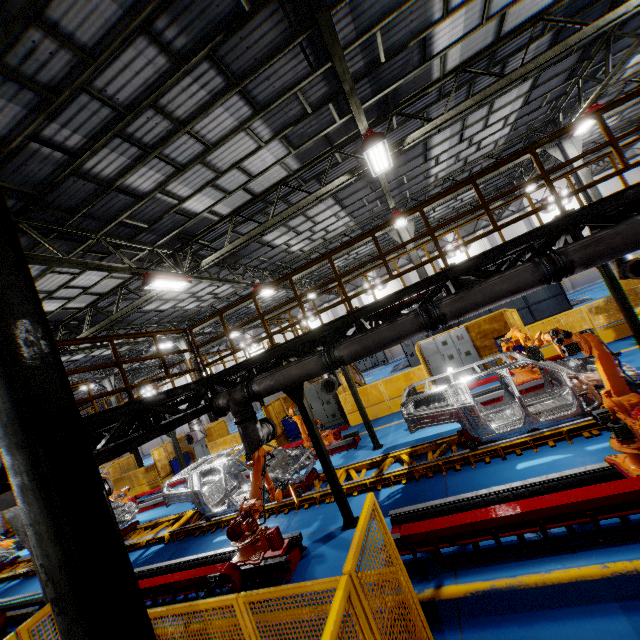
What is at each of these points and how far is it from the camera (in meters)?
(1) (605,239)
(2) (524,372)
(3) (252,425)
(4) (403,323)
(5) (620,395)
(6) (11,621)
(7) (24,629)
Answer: (1) vent pipe, 4.79
(2) robot arm, 9.73
(3) vent pipe, 6.99
(4) vent pipe, 5.78
(5) robot arm, 4.85
(6) metal platform, 8.91
(7) metal panel, 3.41

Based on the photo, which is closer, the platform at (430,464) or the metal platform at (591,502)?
the metal platform at (591,502)

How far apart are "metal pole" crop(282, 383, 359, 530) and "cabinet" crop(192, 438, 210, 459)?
12.97m

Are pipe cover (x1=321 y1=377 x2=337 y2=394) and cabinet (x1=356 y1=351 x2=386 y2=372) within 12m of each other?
no

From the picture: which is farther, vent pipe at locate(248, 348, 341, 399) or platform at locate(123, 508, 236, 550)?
platform at locate(123, 508, 236, 550)

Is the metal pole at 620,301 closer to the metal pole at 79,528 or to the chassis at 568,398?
the chassis at 568,398

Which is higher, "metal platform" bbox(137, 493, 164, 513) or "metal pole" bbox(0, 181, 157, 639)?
"metal pole" bbox(0, 181, 157, 639)

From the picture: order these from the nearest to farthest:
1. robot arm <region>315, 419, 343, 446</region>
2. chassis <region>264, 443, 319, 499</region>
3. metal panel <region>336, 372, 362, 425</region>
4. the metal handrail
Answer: the metal handrail < chassis <region>264, 443, 319, 499</region> < robot arm <region>315, 419, 343, 446</region> < metal panel <region>336, 372, 362, 425</region>
